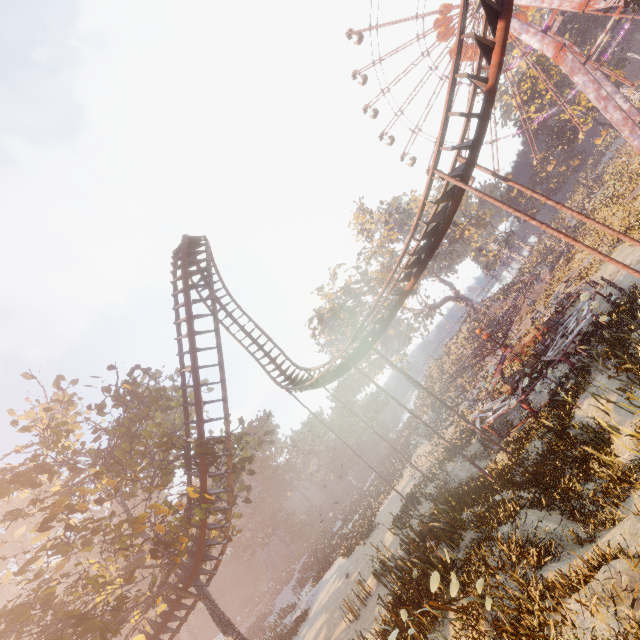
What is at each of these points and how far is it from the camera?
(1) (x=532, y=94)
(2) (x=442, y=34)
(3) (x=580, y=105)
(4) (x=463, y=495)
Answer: (1) instancedfoliageactor, 48.78m
(2) ferris wheel, 44.78m
(3) instancedfoliageactor, 47.62m
(4) instancedfoliageactor, 15.03m

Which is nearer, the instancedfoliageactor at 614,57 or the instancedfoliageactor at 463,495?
the instancedfoliageactor at 463,495

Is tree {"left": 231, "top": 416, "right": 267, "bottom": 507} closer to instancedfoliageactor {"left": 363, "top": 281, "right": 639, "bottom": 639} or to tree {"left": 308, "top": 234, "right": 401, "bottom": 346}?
instancedfoliageactor {"left": 363, "top": 281, "right": 639, "bottom": 639}

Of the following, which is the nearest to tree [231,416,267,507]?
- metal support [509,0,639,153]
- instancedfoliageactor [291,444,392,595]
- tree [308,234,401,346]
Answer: instancedfoliageactor [291,444,392,595]

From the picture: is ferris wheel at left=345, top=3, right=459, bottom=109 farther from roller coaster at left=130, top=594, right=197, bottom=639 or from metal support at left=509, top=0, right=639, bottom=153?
roller coaster at left=130, top=594, right=197, bottom=639

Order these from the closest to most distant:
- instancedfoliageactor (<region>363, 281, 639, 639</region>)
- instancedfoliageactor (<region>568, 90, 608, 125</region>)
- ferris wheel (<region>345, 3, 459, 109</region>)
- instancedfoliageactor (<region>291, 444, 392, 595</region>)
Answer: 1. instancedfoliageactor (<region>363, 281, 639, 639</region>)
2. instancedfoliageactor (<region>291, 444, 392, 595</region>)
3. ferris wheel (<region>345, 3, 459, 109</region>)
4. instancedfoliageactor (<region>568, 90, 608, 125</region>)

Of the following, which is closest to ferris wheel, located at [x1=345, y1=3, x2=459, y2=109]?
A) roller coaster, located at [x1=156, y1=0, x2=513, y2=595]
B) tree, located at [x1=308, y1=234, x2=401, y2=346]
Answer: tree, located at [x1=308, y1=234, x2=401, y2=346]

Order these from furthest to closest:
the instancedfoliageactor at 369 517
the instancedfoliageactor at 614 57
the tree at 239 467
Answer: the instancedfoliageactor at 614 57
the instancedfoliageactor at 369 517
the tree at 239 467
